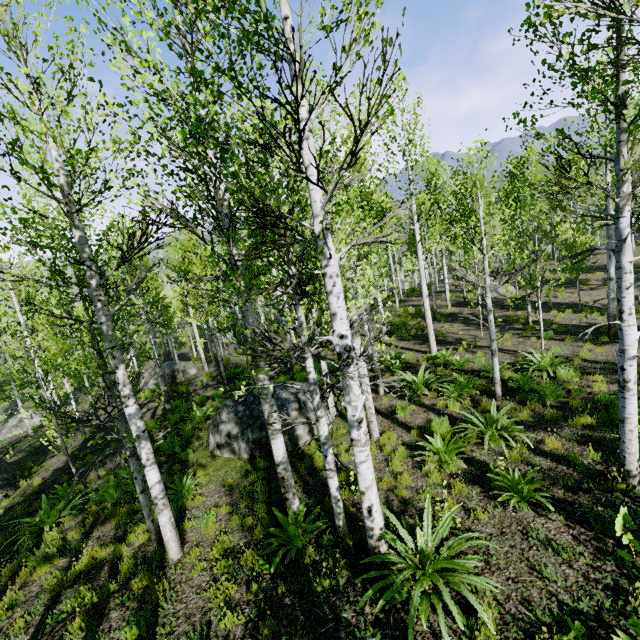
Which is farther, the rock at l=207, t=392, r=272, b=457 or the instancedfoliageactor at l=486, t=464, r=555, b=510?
the rock at l=207, t=392, r=272, b=457

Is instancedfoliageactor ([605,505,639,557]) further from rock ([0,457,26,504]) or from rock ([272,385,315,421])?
rock ([0,457,26,504])

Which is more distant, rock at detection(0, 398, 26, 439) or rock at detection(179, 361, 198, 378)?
rock at detection(179, 361, 198, 378)

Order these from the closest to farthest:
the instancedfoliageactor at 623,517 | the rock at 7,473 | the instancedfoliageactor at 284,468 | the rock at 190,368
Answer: the instancedfoliageactor at 623,517
the instancedfoliageactor at 284,468
the rock at 7,473
the rock at 190,368

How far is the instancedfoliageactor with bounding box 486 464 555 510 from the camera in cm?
509

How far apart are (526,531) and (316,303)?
4.7 meters

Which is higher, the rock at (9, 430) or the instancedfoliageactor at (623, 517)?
the instancedfoliageactor at (623, 517)

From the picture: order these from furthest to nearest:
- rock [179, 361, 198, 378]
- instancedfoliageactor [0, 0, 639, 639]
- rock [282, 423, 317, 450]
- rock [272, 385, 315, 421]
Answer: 1. rock [179, 361, 198, 378]
2. rock [272, 385, 315, 421]
3. rock [282, 423, 317, 450]
4. instancedfoliageactor [0, 0, 639, 639]
